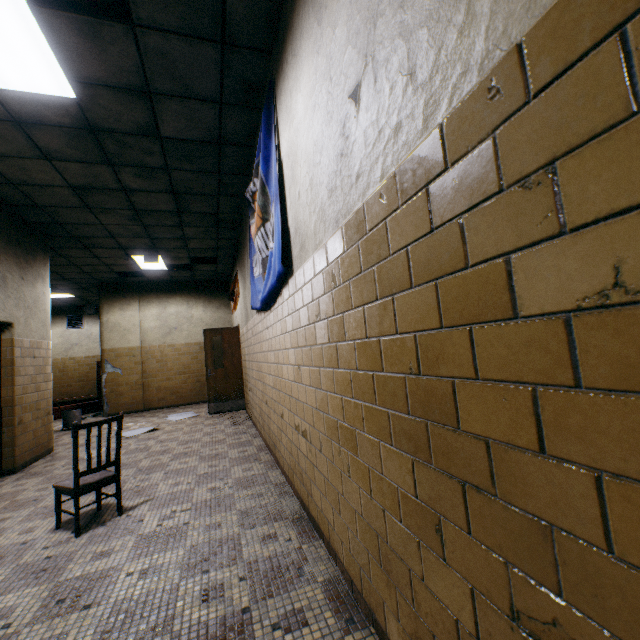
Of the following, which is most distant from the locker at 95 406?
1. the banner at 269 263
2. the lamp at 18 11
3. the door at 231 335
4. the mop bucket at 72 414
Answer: the lamp at 18 11

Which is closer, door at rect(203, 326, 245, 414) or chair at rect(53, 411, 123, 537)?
chair at rect(53, 411, 123, 537)

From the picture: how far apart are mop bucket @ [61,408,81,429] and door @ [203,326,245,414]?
3.24m

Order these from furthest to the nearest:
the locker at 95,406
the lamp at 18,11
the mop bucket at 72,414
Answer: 1. the locker at 95,406
2. the mop bucket at 72,414
3. the lamp at 18,11

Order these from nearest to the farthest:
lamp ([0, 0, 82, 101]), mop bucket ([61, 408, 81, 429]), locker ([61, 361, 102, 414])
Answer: lamp ([0, 0, 82, 101]), mop bucket ([61, 408, 81, 429]), locker ([61, 361, 102, 414])

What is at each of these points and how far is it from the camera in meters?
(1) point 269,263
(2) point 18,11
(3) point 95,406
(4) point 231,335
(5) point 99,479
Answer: (1) banner, 3.3
(2) lamp, 2.3
(3) locker, 10.7
(4) door, 8.2
(5) chair, 2.9

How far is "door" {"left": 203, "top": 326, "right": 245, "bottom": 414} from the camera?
7.88m

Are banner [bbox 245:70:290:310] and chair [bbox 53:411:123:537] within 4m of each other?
yes
